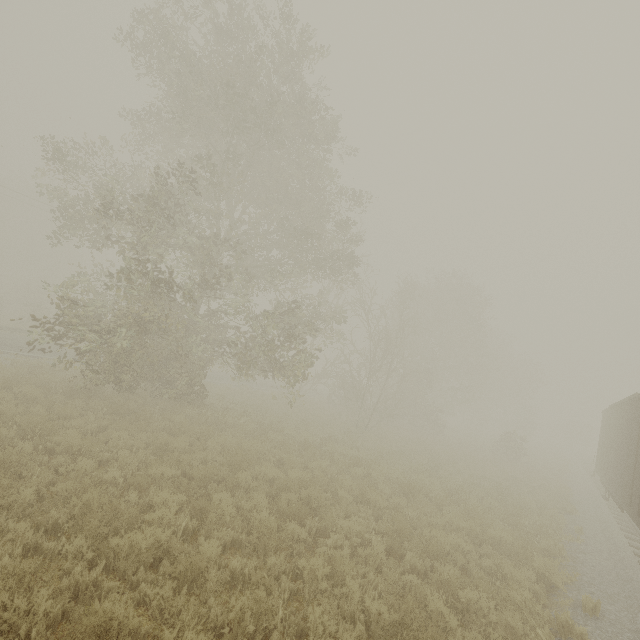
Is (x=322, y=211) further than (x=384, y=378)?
No

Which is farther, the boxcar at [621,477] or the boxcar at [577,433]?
the boxcar at [577,433]

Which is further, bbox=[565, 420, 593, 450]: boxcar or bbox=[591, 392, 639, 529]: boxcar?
bbox=[565, 420, 593, 450]: boxcar

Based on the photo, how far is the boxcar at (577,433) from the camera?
54.9m

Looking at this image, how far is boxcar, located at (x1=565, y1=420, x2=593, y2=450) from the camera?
54.9 meters
